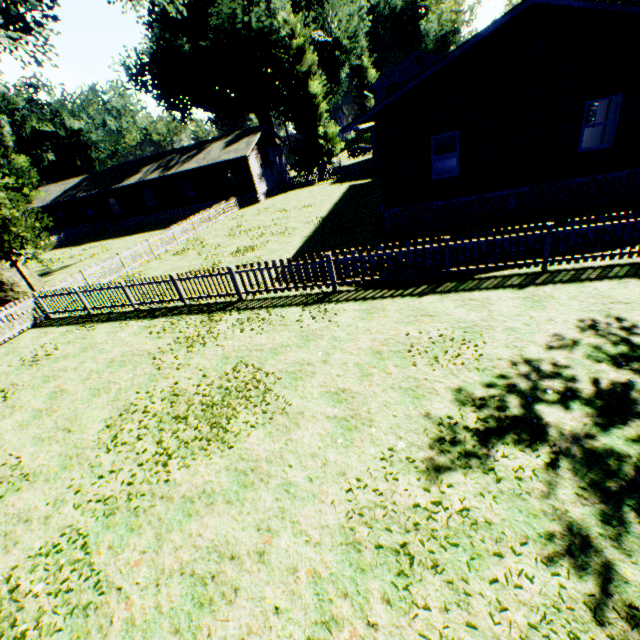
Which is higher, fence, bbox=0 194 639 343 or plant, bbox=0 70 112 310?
plant, bbox=0 70 112 310

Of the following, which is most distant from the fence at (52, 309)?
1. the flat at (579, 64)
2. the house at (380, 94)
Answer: the flat at (579, 64)

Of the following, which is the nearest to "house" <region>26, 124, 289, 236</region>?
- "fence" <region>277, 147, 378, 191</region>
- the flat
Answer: "fence" <region>277, 147, 378, 191</region>

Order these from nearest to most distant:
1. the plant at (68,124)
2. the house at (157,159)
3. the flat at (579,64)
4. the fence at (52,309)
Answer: the fence at (52,309) → the flat at (579,64) → the plant at (68,124) → the house at (157,159)

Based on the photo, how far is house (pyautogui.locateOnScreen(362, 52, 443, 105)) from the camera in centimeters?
3650cm

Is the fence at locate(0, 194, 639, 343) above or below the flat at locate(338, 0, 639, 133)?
below

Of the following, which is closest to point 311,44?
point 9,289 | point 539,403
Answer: point 9,289

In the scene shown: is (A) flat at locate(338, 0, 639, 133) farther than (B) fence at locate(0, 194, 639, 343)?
Yes
